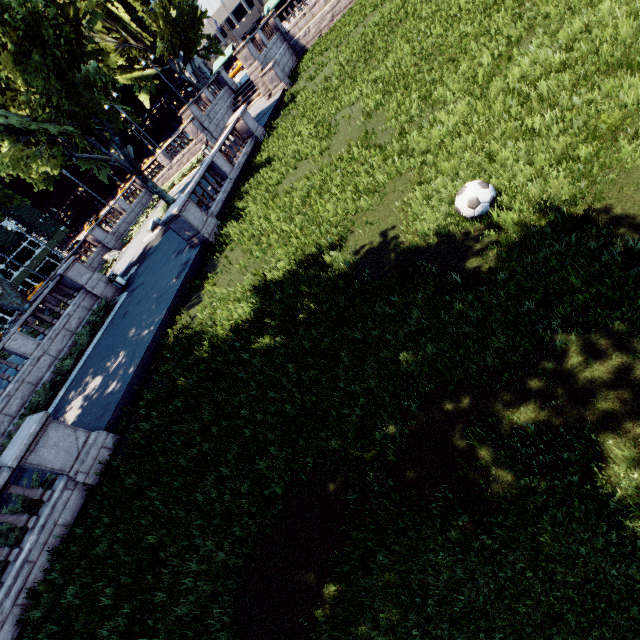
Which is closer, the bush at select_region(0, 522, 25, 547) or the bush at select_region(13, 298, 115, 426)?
the bush at select_region(0, 522, 25, 547)

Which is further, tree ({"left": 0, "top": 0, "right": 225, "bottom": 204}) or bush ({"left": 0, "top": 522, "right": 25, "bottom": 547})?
tree ({"left": 0, "top": 0, "right": 225, "bottom": 204})

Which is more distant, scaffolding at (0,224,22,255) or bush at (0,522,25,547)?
scaffolding at (0,224,22,255)

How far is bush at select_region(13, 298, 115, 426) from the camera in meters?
15.6

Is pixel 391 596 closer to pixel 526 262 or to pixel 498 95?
pixel 526 262

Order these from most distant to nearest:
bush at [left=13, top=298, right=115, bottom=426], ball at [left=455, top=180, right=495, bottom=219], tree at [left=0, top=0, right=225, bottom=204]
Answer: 1. tree at [left=0, top=0, right=225, bottom=204]
2. bush at [left=13, top=298, right=115, bottom=426]
3. ball at [left=455, top=180, right=495, bottom=219]

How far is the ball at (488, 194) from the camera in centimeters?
568cm

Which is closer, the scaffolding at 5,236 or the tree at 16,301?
the tree at 16,301
